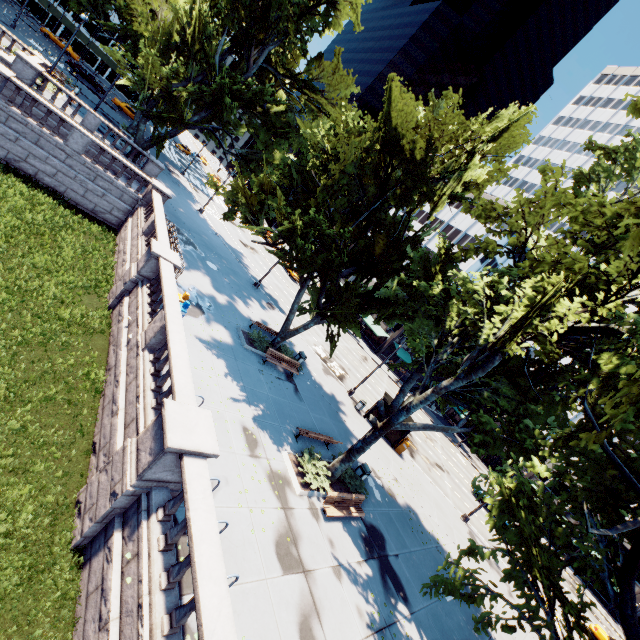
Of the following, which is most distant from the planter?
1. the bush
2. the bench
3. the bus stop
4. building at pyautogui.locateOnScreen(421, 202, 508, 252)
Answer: building at pyautogui.locateOnScreen(421, 202, 508, 252)

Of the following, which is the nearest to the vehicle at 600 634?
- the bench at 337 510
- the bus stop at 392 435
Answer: the bus stop at 392 435

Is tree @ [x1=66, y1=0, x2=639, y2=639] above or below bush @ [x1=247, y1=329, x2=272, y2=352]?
above

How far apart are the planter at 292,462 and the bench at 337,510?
0.5m

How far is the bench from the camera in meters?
13.0

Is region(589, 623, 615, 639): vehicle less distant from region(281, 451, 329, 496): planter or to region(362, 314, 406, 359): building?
region(362, 314, 406, 359): building

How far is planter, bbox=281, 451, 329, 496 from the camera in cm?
1287

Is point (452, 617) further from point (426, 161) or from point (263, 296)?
point (263, 296)
